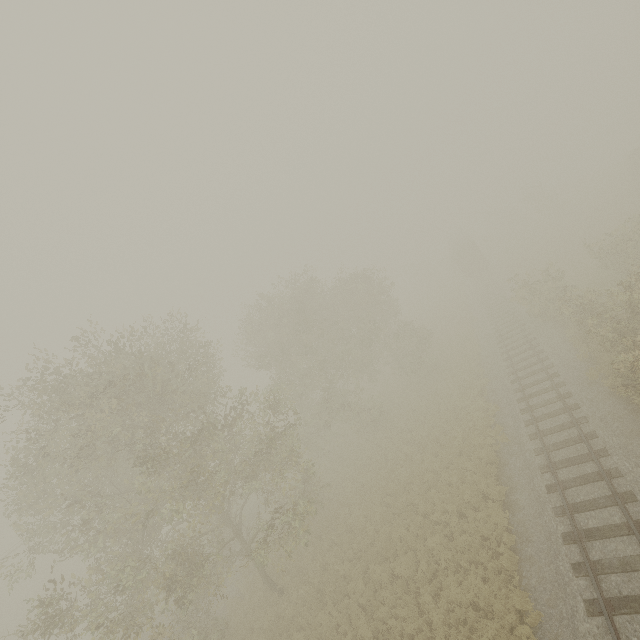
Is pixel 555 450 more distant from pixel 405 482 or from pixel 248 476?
pixel 248 476

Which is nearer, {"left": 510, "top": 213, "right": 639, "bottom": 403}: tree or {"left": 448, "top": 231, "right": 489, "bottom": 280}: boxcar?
{"left": 510, "top": 213, "right": 639, "bottom": 403}: tree

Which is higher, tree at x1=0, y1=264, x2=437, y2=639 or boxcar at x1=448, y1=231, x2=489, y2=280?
tree at x1=0, y1=264, x2=437, y2=639

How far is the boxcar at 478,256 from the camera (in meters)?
42.53

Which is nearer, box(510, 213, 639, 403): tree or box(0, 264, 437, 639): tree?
box(0, 264, 437, 639): tree

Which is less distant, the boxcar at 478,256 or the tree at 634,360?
the tree at 634,360

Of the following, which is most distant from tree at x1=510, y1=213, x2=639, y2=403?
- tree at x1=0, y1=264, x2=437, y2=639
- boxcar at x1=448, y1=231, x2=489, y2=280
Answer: boxcar at x1=448, y1=231, x2=489, y2=280

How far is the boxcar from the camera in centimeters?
4253cm
